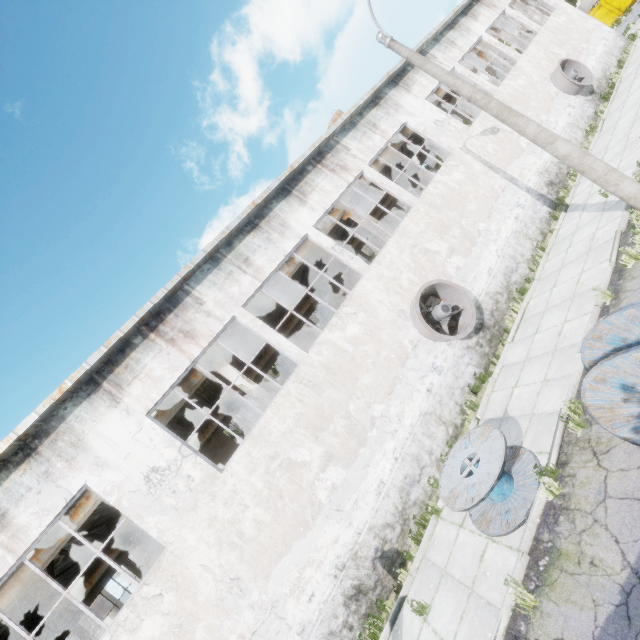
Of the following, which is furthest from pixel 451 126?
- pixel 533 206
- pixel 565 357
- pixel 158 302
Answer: pixel 158 302

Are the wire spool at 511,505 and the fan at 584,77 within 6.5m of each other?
no

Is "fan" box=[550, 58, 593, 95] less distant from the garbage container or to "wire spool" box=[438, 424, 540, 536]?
"wire spool" box=[438, 424, 540, 536]

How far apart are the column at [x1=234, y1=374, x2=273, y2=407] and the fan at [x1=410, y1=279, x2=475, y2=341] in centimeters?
487cm

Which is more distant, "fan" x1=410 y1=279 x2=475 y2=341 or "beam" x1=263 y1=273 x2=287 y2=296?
"beam" x1=263 y1=273 x2=287 y2=296

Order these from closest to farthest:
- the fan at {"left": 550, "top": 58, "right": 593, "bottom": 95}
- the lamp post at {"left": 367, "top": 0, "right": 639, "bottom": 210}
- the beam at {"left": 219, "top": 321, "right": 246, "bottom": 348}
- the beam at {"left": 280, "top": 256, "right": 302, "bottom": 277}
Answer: the lamp post at {"left": 367, "top": 0, "right": 639, "bottom": 210} → the beam at {"left": 219, "top": 321, "right": 246, "bottom": 348} → the beam at {"left": 280, "top": 256, "right": 302, "bottom": 277} → the fan at {"left": 550, "top": 58, "right": 593, "bottom": 95}

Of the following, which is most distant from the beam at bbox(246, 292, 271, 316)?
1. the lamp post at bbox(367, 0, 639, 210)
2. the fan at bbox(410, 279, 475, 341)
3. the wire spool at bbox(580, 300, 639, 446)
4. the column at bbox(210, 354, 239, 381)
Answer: the wire spool at bbox(580, 300, 639, 446)

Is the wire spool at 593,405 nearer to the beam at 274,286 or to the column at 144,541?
the beam at 274,286
